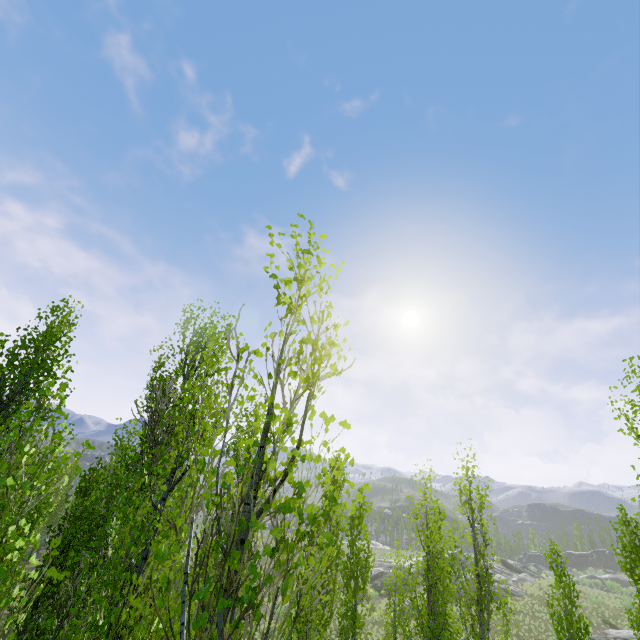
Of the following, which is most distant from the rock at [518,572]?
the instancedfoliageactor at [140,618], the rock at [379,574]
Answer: the rock at [379,574]

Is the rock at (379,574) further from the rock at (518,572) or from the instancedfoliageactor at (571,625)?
the rock at (518,572)

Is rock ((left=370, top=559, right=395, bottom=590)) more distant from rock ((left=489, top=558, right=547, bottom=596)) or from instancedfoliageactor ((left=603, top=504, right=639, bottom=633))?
rock ((left=489, top=558, right=547, bottom=596))

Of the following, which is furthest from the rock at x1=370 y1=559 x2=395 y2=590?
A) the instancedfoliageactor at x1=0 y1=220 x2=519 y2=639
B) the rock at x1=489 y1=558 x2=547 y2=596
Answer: the rock at x1=489 y1=558 x2=547 y2=596

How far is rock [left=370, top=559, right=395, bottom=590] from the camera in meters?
42.2 m

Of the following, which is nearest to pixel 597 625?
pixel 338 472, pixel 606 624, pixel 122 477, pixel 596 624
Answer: pixel 596 624
